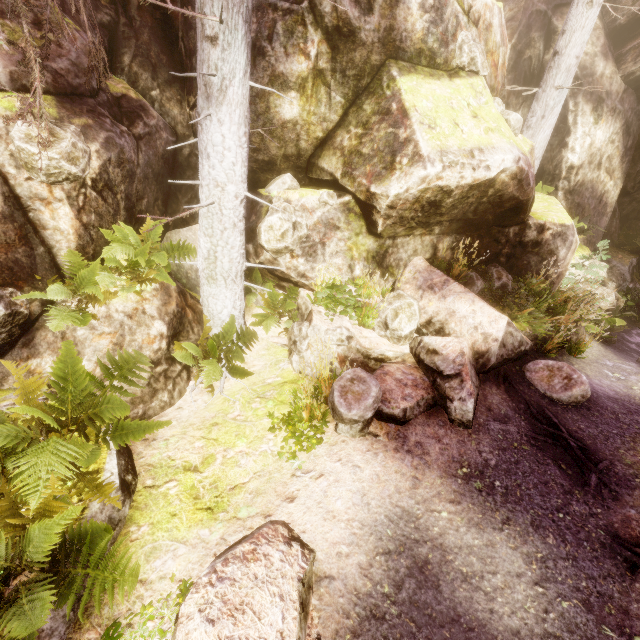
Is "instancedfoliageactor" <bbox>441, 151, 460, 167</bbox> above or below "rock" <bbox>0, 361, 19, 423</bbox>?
above

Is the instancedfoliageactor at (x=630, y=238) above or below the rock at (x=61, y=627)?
above

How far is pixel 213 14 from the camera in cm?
428

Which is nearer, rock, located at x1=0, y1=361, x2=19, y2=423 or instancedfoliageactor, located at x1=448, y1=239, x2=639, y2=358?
rock, located at x1=0, y1=361, x2=19, y2=423

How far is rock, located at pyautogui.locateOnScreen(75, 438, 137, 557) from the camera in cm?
341

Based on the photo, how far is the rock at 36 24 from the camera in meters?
4.6

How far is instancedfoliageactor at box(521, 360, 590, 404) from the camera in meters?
5.6 m
